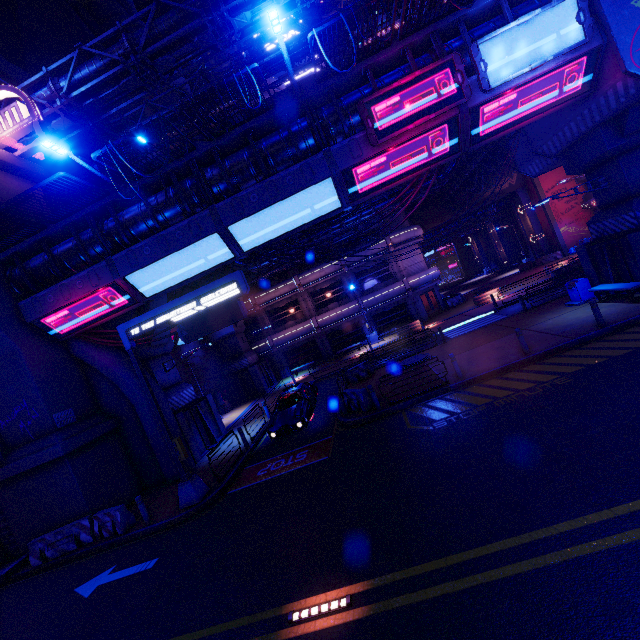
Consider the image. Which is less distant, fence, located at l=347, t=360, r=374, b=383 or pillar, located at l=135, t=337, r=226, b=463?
pillar, located at l=135, t=337, r=226, b=463

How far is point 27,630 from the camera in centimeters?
877cm

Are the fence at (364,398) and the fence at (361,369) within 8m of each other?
yes

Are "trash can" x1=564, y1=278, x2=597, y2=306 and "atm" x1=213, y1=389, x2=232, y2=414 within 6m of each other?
no

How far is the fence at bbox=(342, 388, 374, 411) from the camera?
13.97m

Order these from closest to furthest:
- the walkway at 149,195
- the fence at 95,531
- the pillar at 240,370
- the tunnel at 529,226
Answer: the fence at 95,531
the walkway at 149,195
the pillar at 240,370
the tunnel at 529,226

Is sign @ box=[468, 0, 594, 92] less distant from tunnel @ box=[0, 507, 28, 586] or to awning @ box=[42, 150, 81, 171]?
tunnel @ box=[0, 507, 28, 586]

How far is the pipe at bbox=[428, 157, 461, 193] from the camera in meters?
23.6
